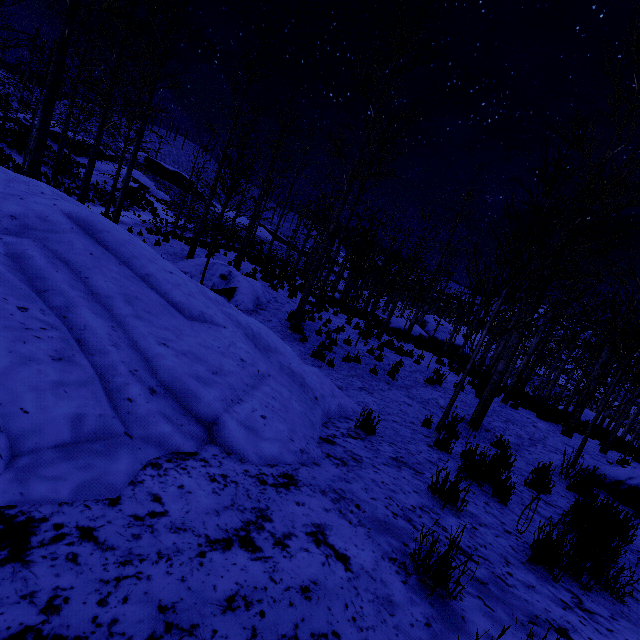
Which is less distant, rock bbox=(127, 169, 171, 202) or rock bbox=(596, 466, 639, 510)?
rock bbox=(596, 466, 639, 510)

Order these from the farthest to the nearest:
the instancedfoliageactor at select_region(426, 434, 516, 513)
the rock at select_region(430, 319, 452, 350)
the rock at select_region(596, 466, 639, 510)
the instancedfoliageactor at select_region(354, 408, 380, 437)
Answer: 1. the rock at select_region(430, 319, 452, 350)
2. the rock at select_region(596, 466, 639, 510)
3. the instancedfoliageactor at select_region(354, 408, 380, 437)
4. the instancedfoliageactor at select_region(426, 434, 516, 513)

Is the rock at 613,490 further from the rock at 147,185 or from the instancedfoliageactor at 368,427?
the rock at 147,185

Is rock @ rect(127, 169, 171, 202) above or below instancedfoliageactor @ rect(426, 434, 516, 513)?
above

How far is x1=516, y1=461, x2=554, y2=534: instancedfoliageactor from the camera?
2.83m

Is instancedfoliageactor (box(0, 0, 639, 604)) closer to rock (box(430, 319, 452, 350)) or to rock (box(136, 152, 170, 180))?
rock (box(430, 319, 452, 350))

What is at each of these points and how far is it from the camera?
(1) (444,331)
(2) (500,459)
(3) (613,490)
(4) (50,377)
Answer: (1) rock, 35.5 meters
(2) instancedfoliageactor, 4.1 meters
(3) rock, 6.0 meters
(4) rock, 1.7 meters

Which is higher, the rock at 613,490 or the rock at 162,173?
the rock at 162,173
